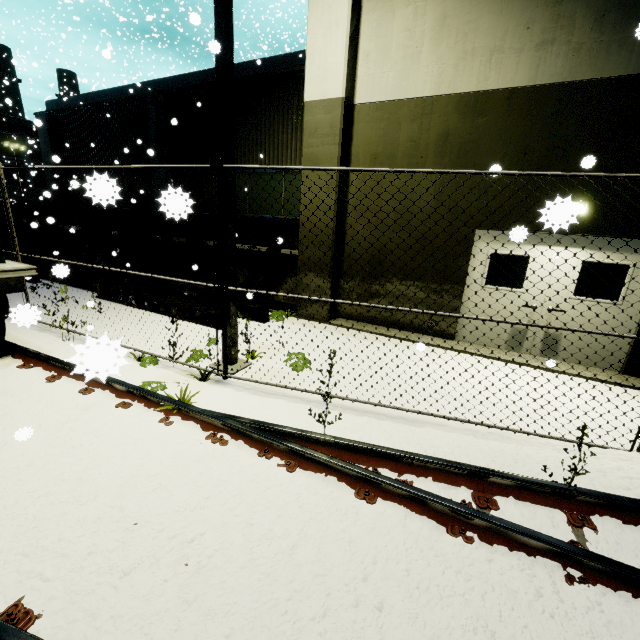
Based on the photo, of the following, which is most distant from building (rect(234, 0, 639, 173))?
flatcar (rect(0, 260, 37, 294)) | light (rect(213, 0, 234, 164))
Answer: flatcar (rect(0, 260, 37, 294))

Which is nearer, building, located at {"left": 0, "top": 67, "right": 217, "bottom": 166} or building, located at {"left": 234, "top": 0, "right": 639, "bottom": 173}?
building, located at {"left": 234, "top": 0, "right": 639, "bottom": 173}

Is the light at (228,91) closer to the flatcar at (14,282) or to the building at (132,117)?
the building at (132,117)

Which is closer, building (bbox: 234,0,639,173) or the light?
the light

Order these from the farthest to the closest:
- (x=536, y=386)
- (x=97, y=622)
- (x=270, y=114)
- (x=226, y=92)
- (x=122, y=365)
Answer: (x=270, y=114)
(x=536, y=386)
(x=122, y=365)
(x=226, y=92)
(x=97, y=622)

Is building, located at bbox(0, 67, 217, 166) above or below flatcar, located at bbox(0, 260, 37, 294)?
above

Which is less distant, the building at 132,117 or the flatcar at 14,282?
the flatcar at 14,282

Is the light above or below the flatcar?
above
